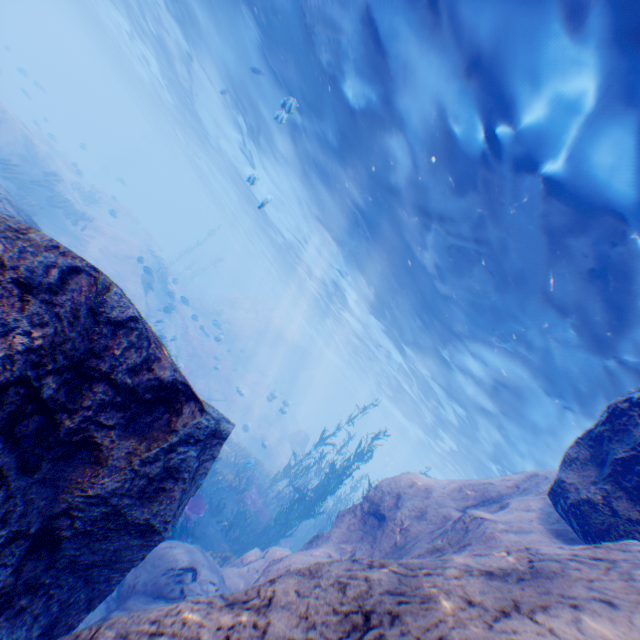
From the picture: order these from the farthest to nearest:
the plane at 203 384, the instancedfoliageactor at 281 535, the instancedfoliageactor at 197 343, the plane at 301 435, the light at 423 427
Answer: the plane at 301 435 < the instancedfoliageactor at 197 343 < the plane at 203 384 < the instancedfoliageactor at 281 535 < the light at 423 427

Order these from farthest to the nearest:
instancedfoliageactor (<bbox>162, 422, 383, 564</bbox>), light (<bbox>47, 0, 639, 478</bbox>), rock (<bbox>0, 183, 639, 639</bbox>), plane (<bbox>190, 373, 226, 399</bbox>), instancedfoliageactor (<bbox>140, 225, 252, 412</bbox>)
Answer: instancedfoliageactor (<bbox>140, 225, 252, 412</bbox>) < plane (<bbox>190, 373, 226, 399</bbox>) < instancedfoliageactor (<bbox>162, 422, 383, 564</bbox>) < light (<bbox>47, 0, 639, 478</bbox>) < rock (<bbox>0, 183, 639, 639</bbox>)

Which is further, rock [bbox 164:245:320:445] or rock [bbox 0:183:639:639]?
rock [bbox 164:245:320:445]

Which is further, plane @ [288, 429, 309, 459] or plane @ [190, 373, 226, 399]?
plane @ [288, 429, 309, 459]

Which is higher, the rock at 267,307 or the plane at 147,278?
the rock at 267,307

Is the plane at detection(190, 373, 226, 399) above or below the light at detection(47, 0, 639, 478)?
below

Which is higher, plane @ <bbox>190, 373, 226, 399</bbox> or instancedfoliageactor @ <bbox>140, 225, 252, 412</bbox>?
instancedfoliageactor @ <bbox>140, 225, 252, 412</bbox>

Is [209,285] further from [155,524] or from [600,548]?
[600,548]
